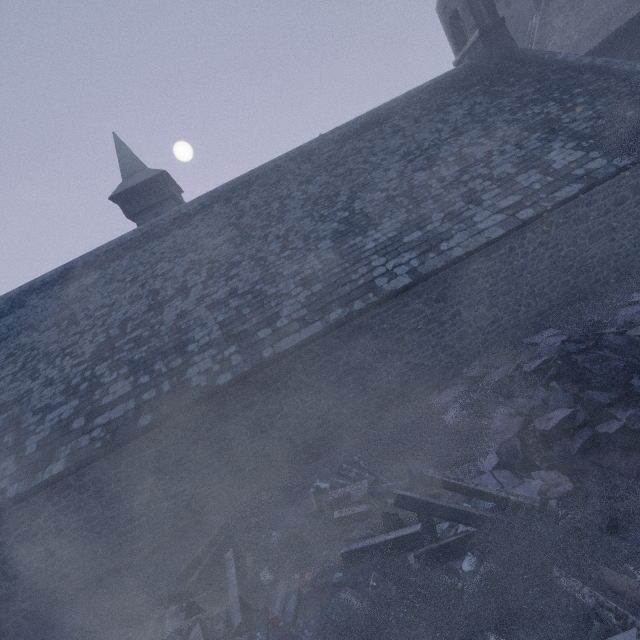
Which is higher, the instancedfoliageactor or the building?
the building

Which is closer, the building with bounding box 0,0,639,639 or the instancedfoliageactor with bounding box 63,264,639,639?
the instancedfoliageactor with bounding box 63,264,639,639

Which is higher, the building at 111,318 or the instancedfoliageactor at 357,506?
the building at 111,318

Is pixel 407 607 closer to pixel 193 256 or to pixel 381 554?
pixel 381 554

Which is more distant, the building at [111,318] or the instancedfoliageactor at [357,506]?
the building at [111,318]
